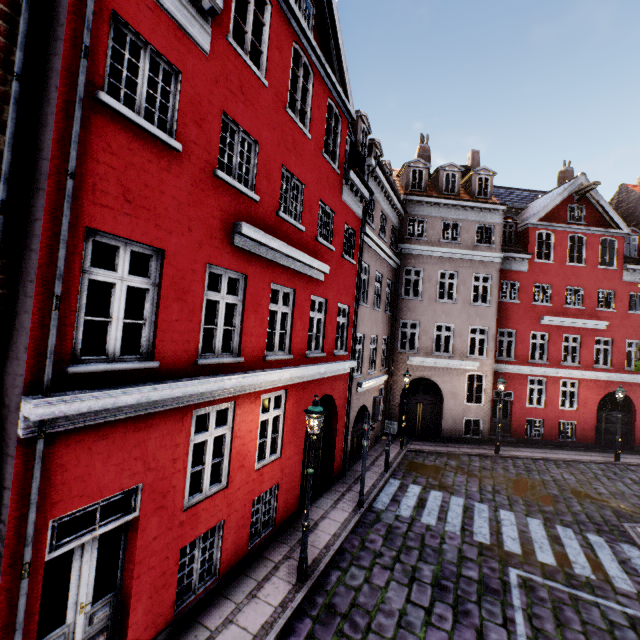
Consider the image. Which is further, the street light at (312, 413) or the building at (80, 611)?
the street light at (312, 413)

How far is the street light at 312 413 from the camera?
6.9m

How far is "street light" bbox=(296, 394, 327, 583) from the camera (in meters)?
6.93

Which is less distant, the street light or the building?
the building

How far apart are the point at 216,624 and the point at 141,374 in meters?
4.9 m
